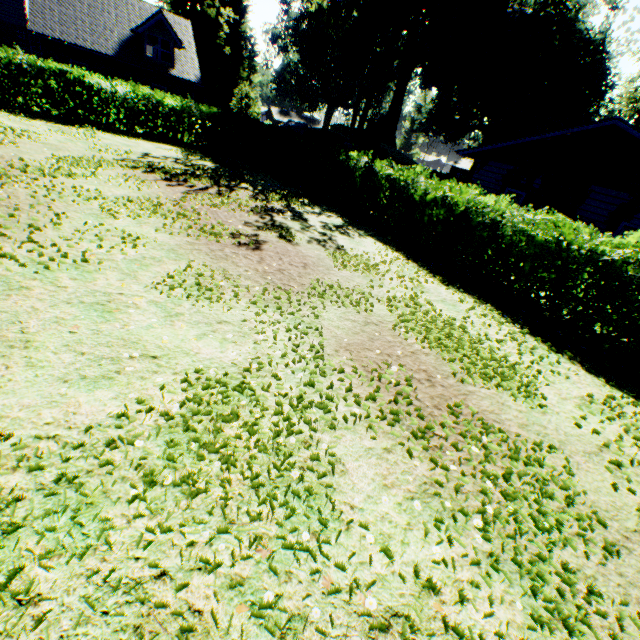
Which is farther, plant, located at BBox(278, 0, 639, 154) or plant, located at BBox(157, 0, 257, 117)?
plant, located at BBox(157, 0, 257, 117)

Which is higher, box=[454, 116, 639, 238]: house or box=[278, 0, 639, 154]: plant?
box=[278, 0, 639, 154]: plant

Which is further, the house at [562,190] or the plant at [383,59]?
the plant at [383,59]

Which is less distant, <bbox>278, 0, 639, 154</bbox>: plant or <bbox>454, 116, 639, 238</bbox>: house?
<bbox>454, 116, 639, 238</bbox>: house

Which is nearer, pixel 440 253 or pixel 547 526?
pixel 547 526

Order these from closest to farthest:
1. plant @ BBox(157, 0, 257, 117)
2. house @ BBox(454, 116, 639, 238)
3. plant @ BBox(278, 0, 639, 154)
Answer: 1. house @ BBox(454, 116, 639, 238)
2. plant @ BBox(278, 0, 639, 154)
3. plant @ BBox(157, 0, 257, 117)
